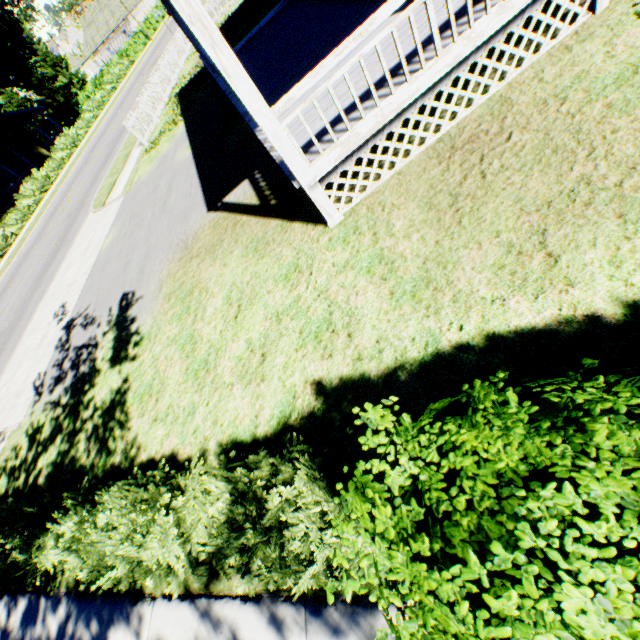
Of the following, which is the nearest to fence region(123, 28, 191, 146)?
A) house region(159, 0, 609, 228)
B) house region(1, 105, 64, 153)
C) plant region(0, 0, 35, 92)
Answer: plant region(0, 0, 35, 92)

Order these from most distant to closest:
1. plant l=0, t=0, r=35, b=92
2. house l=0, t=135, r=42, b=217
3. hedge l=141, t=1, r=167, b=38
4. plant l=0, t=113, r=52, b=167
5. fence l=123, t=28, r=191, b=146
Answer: hedge l=141, t=1, r=167, b=38, house l=0, t=135, r=42, b=217, plant l=0, t=113, r=52, b=167, plant l=0, t=0, r=35, b=92, fence l=123, t=28, r=191, b=146

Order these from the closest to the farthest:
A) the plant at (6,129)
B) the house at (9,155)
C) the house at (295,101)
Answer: the house at (295,101)
the plant at (6,129)
the house at (9,155)

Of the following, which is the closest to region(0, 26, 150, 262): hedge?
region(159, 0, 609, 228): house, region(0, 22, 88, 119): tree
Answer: region(0, 22, 88, 119): tree

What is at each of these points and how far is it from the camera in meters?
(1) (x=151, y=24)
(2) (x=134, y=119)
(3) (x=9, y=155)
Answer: (1) hedge, 49.7
(2) fence, 16.0
(3) house, 41.4

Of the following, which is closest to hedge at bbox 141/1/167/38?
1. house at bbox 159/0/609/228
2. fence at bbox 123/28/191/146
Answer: fence at bbox 123/28/191/146

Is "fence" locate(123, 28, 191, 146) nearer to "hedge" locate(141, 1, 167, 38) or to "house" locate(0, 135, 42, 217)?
"hedge" locate(141, 1, 167, 38)

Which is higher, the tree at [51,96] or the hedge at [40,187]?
the tree at [51,96]
